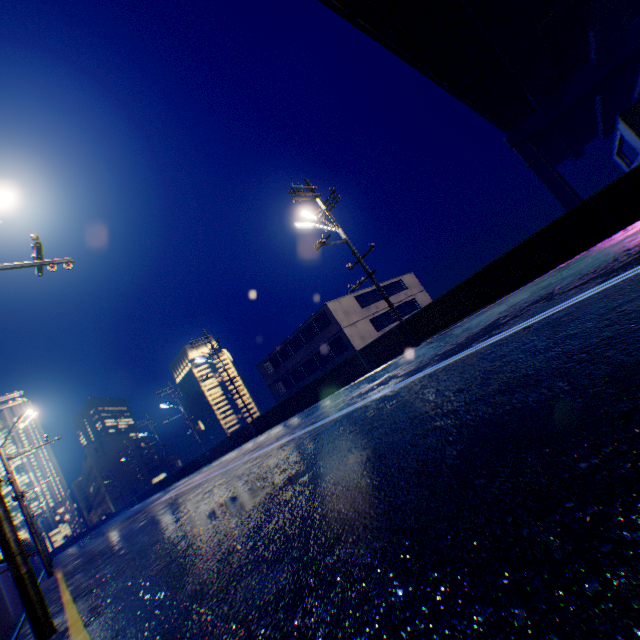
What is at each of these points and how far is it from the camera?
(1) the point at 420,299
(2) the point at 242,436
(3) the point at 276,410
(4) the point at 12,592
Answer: (1) building, 43.0 meters
(2) overpass support, 28.3 meters
(3) overpass support, 23.8 meters
(4) overpass support, 7.8 meters

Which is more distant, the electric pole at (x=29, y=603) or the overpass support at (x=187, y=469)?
the overpass support at (x=187, y=469)

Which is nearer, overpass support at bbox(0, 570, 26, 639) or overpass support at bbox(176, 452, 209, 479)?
overpass support at bbox(0, 570, 26, 639)

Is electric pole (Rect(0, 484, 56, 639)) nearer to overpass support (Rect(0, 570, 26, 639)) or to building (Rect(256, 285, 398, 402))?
overpass support (Rect(0, 570, 26, 639))

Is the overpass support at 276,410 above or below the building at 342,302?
below

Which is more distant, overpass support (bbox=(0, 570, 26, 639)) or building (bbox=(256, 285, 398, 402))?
building (bbox=(256, 285, 398, 402))

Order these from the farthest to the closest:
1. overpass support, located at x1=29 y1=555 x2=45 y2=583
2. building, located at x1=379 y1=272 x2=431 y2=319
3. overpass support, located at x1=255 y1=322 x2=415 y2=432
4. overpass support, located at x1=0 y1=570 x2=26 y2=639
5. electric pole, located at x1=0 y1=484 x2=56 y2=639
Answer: building, located at x1=379 y1=272 x2=431 y2=319
overpass support, located at x1=29 y1=555 x2=45 y2=583
overpass support, located at x1=255 y1=322 x2=415 y2=432
overpass support, located at x1=0 y1=570 x2=26 y2=639
electric pole, located at x1=0 y1=484 x2=56 y2=639

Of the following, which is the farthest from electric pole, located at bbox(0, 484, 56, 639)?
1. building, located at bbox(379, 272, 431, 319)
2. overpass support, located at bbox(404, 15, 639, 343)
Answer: building, located at bbox(379, 272, 431, 319)
